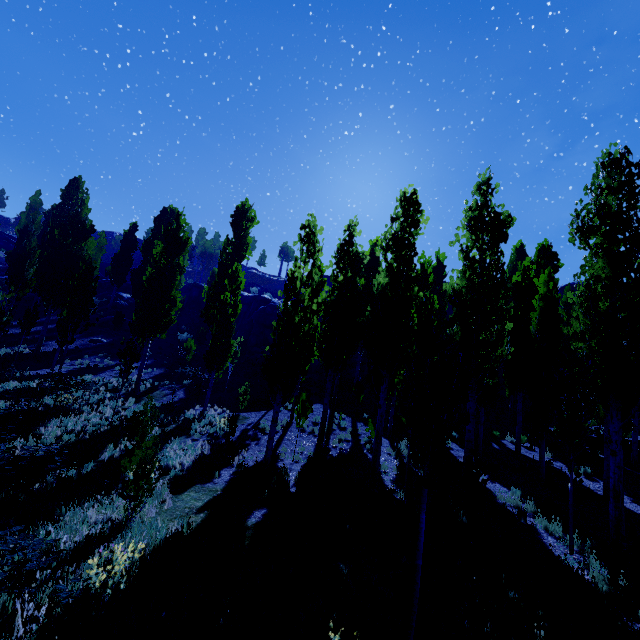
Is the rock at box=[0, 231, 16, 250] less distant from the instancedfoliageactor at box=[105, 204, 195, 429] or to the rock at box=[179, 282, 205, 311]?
the instancedfoliageactor at box=[105, 204, 195, 429]

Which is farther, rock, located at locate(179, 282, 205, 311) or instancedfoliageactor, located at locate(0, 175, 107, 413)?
rock, located at locate(179, 282, 205, 311)

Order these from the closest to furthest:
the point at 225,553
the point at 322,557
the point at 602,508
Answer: the point at 225,553, the point at 322,557, the point at 602,508

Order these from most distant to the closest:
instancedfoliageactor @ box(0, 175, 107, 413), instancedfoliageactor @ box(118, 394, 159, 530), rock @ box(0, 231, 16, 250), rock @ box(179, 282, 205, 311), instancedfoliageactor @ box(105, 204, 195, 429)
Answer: rock @ box(0, 231, 16, 250) < rock @ box(179, 282, 205, 311) < instancedfoliageactor @ box(105, 204, 195, 429) < instancedfoliageactor @ box(0, 175, 107, 413) < instancedfoliageactor @ box(118, 394, 159, 530)

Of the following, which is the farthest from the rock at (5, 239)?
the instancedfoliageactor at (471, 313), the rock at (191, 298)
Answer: the rock at (191, 298)

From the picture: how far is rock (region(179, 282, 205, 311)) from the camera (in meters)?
41.22

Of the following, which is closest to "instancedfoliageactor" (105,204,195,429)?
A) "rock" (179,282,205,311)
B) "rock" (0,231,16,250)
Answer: "rock" (0,231,16,250)

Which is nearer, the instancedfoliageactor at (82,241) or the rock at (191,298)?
the instancedfoliageactor at (82,241)
